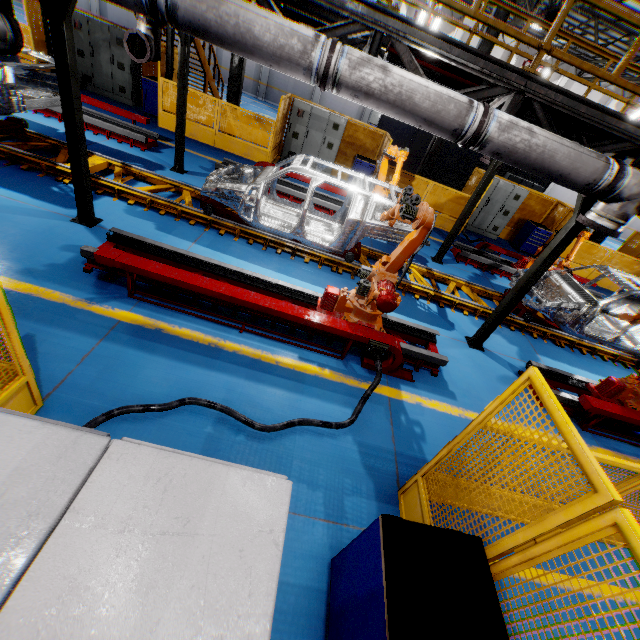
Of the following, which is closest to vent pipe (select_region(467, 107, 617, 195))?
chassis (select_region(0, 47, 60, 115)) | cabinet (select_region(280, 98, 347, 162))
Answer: chassis (select_region(0, 47, 60, 115))

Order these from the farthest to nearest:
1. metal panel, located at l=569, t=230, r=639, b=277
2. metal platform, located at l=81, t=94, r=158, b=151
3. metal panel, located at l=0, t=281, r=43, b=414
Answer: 1. metal panel, located at l=569, t=230, r=639, b=277
2. metal platform, located at l=81, t=94, r=158, b=151
3. metal panel, located at l=0, t=281, r=43, b=414

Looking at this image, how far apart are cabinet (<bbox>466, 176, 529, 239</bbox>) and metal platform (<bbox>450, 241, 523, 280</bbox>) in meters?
3.1

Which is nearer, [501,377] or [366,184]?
[501,377]

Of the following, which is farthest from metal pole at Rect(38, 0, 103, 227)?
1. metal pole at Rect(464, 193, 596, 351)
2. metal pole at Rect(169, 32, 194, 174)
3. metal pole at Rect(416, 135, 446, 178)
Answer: metal pole at Rect(416, 135, 446, 178)

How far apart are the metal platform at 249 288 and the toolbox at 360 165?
8.5m

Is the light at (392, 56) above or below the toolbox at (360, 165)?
above

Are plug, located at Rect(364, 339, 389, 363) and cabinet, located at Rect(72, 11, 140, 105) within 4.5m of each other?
no
